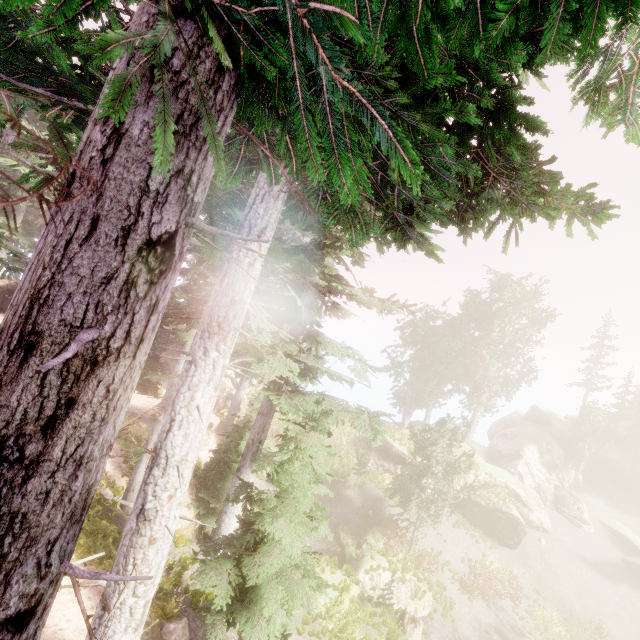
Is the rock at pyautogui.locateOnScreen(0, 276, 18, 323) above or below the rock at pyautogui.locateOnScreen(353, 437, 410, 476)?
Answer: above

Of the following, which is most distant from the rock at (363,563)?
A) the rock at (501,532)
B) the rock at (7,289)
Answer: the rock at (7,289)

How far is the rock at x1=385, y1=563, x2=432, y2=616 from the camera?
16.95m

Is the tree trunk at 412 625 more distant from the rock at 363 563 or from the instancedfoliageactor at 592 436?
the instancedfoliageactor at 592 436

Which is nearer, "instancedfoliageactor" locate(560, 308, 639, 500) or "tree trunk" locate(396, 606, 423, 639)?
"tree trunk" locate(396, 606, 423, 639)

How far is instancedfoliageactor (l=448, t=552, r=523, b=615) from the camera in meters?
21.1

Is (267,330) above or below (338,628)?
above

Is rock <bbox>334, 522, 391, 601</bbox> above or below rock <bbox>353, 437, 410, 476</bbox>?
below
